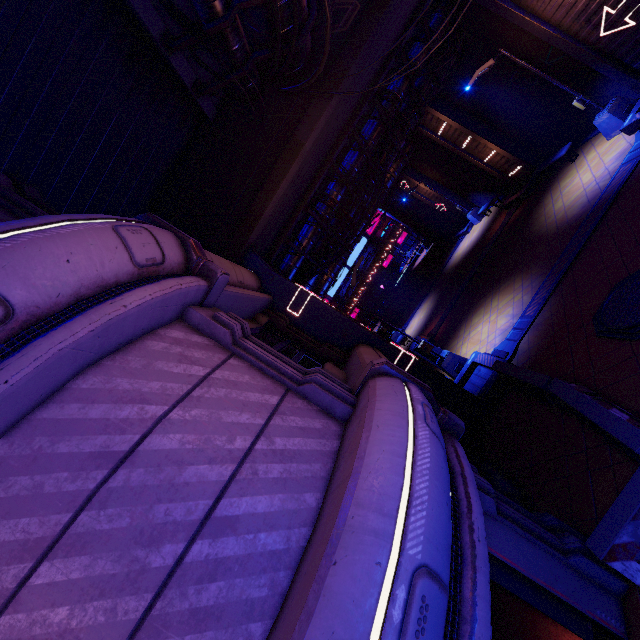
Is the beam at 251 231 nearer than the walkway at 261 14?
No

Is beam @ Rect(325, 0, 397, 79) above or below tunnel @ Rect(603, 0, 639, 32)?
above

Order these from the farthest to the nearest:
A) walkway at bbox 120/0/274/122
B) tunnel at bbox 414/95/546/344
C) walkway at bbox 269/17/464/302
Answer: tunnel at bbox 414/95/546/344 → walkway at bbox 269/17/464/302 → walkway at bbox 120/0/274/122

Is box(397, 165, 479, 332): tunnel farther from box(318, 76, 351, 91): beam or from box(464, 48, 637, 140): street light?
box(318, 76, 351, 91): beam

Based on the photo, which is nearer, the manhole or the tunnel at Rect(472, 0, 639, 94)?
the manhole

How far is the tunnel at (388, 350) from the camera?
10.2 meters

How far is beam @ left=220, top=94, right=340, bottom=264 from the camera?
9.7 meters

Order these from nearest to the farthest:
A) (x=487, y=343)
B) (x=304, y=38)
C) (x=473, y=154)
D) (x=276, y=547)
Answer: (x=276, y=547)
(x=304, y=38)
(x=487, y=343)
(x=473, y=154)
